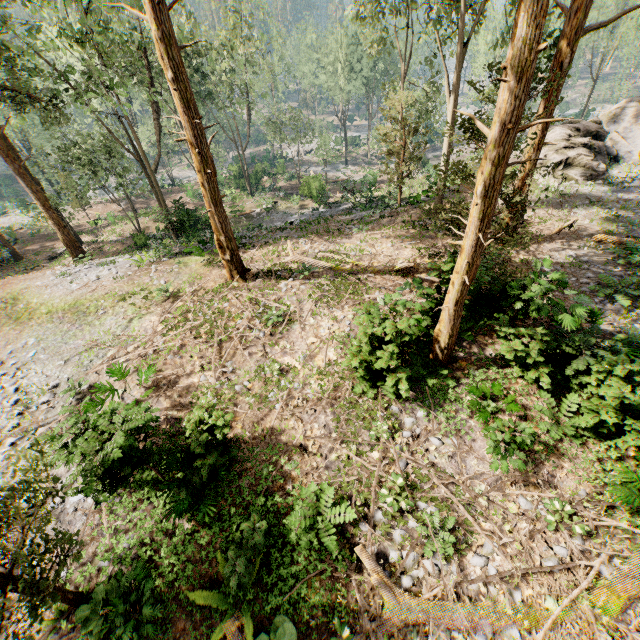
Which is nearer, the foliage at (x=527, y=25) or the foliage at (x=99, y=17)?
the foliage at (x=527, y=25)

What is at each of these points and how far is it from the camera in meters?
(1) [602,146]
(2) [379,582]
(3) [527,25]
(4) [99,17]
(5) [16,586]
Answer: (1) rock, 21.6
(2) foliage, 6.5
(3) foliage, 4.9
(4) foliage, 20.2
(5) foliage, 4.9

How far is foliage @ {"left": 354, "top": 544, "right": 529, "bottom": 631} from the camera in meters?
6.0 m

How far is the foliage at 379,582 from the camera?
6.01m

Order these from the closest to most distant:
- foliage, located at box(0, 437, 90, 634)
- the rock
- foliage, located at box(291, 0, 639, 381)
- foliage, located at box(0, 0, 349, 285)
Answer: foliage, located at box(0, 437, 90, 634) → foliage, located at box(291, 0, 639, 381) → foliage, located at box(0, 0, 349, 285) → the rock

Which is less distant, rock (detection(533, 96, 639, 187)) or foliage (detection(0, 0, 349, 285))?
foliage (detection(0, 0, 349, 285))

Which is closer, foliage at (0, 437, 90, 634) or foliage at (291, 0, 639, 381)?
foliage at (0, 437, 90, 634)
